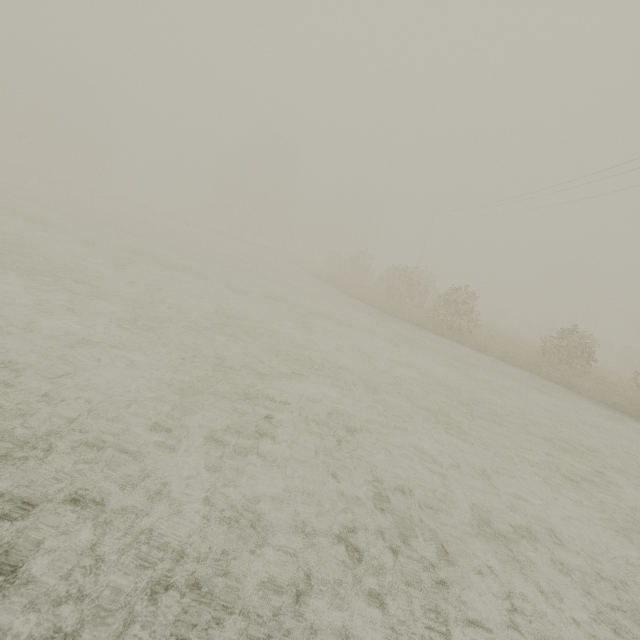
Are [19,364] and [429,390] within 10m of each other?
yes
